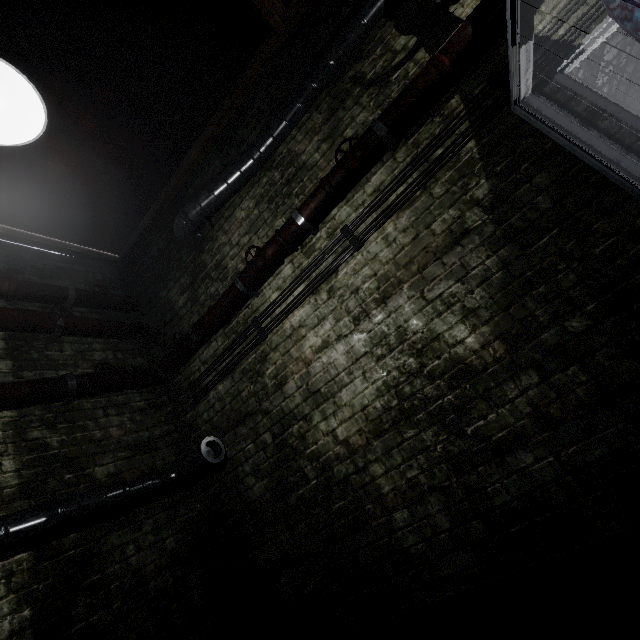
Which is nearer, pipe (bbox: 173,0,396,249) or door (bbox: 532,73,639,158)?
door (bbox: 532,73,639,158)

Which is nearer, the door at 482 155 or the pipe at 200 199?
the door at 482 155

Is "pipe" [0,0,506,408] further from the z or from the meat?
the z

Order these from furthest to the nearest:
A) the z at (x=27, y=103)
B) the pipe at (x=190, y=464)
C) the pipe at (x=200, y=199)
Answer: the pipe at (x=200, y=199) → the pipe at (x=190, y=464) → the z at (x=27, y=103)

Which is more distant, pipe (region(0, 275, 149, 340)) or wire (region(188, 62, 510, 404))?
pipe (region(0, 275, 149, 340))

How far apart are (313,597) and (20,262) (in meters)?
3.93

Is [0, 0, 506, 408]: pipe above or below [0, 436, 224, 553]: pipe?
above

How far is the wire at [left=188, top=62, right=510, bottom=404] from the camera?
1.95m
